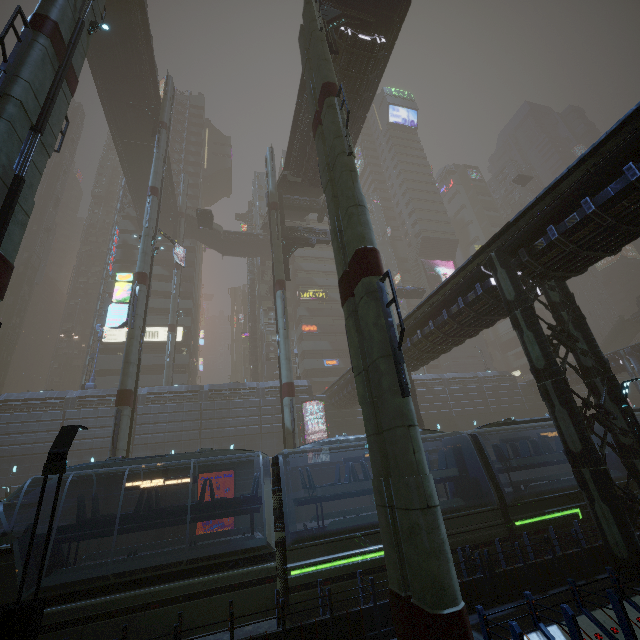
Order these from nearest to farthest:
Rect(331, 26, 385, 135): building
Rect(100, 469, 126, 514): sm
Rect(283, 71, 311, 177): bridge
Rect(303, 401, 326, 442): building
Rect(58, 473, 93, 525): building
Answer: Rect(100, 469, 126, 514): sm, Rect(331, 26, 385, 135): building, Rect(283, 71, 311, 177): bridge, Rect(58, 473, 93, 525): building, Rect(303, 401, 326, 442): building

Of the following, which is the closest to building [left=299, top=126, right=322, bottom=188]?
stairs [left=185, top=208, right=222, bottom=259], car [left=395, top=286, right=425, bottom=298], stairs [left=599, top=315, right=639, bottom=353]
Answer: stairs [left=185, top=208, right=222, bottom=259]

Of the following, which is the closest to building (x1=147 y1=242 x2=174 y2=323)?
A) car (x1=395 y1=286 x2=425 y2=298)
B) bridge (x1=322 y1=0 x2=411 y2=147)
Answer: bridge (x1=322 y1=0 x2=411 y2=147)

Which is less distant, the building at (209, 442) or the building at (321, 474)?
the building at (209, 442)

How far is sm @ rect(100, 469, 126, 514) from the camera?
17.7 meters

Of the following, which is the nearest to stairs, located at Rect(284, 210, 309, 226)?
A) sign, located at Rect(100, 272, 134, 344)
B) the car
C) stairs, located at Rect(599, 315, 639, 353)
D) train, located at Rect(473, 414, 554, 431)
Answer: the car

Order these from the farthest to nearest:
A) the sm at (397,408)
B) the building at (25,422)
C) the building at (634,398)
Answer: the building at (634,398) < the building at (25,422) < the sm at (397,408)

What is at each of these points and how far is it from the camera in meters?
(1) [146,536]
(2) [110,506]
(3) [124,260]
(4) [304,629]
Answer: (1) building, 27.6 m
(2) sm, 17.8 m
(3) building, 50.8 m
(4) building, 7.7 m
